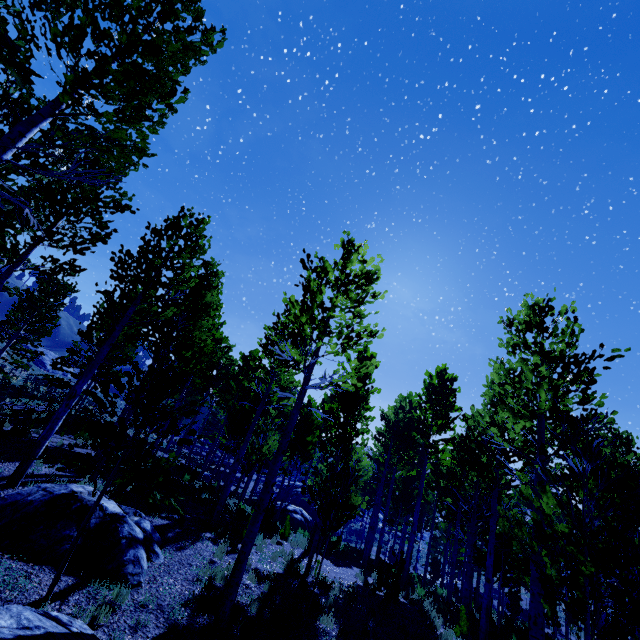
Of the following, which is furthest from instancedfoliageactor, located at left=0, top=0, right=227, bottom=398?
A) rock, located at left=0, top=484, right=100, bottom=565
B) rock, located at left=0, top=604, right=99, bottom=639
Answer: rock, located at left=0, top=484, right=100, bottom=565

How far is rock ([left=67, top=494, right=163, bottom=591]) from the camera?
6.51m

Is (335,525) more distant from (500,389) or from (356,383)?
(356,383)

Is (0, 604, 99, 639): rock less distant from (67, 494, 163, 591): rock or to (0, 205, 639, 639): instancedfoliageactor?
(0, 205, 639, 639): instancedfoliageactor

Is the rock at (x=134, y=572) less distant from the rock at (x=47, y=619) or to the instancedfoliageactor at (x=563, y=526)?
the instancedfoliageactor at (x=563, y=526)
